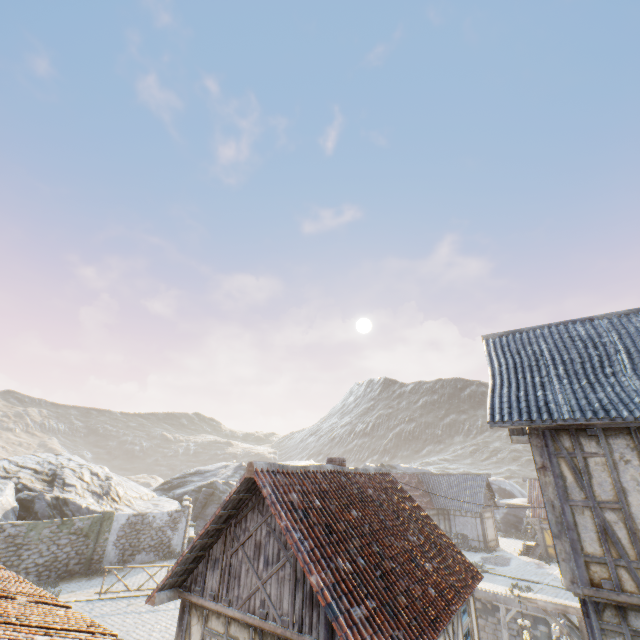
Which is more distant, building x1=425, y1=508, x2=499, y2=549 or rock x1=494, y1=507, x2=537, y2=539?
rock x1=494, y1=507, x2=537, y2=539

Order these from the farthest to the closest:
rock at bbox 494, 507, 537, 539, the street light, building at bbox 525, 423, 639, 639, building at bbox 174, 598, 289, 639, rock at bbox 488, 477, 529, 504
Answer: rock at bbox 488, 477, 529, 504
rock at bbox 494, 507, 537, 539
the street light
building at bbox 174, 598, 289, 639
building at bbox 525, 423, 639, 639

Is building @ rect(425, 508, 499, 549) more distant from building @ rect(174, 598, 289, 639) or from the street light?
the street light

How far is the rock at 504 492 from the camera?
43.62m

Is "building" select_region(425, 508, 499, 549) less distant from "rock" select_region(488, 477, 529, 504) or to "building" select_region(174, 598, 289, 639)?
"rock" select_region(488, 477, 529, 504)

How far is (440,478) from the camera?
33.6m

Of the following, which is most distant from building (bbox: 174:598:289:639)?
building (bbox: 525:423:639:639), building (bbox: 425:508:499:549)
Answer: building (bbox: 425:508:499:549)

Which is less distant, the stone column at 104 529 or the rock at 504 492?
the stone column at 104 529
